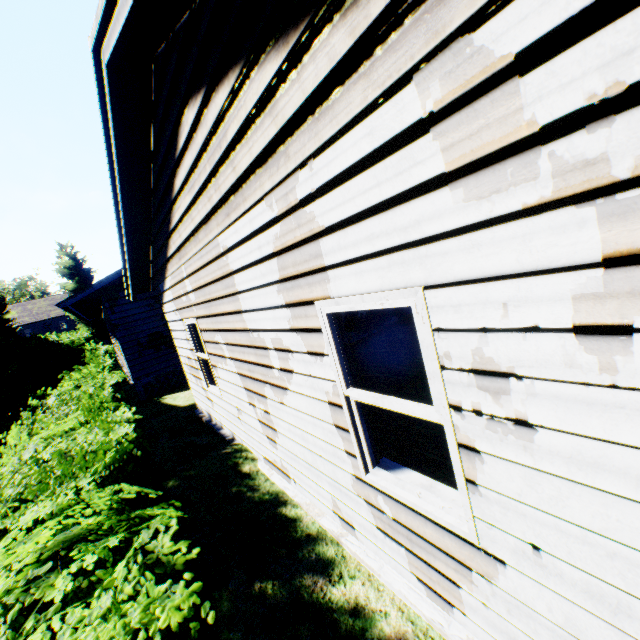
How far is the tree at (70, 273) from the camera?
33.2 meters

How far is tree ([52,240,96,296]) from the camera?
33.25m

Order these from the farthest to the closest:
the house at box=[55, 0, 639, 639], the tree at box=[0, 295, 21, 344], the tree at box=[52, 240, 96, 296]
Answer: the tree at box=[52, 240, 96, 296] → the tree at box=[0, 295, 21, 344] → the house at box=[55, 0, 639, 639]

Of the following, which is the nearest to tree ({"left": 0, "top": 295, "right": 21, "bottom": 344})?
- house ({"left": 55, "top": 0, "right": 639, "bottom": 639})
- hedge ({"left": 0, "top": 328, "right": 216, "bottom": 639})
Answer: house ({"left": 55, "top": 0, "right": 639, "bottom": 639})

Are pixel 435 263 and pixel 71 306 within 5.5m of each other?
no
